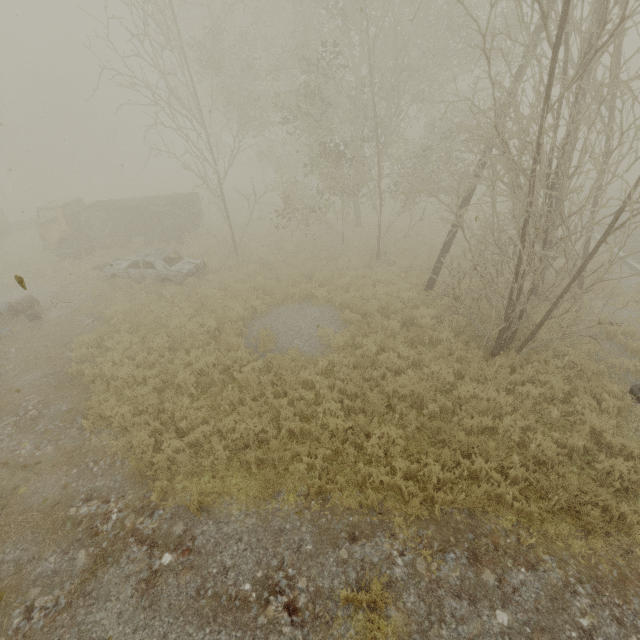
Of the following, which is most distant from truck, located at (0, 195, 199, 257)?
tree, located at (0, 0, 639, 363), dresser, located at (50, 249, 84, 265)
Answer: tree, located at (0, 0, 639, 363)

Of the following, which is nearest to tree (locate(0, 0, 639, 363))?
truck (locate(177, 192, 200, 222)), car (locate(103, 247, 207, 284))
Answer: car (locate(103, 247, 207, 284))

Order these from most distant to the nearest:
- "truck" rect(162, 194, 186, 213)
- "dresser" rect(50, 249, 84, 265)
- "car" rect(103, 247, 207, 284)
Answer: "truck" rect(162, 194, 186, 213), "dresser" rect(50, 249, 84, 265), "car" rect(103, 247, 207, 284)

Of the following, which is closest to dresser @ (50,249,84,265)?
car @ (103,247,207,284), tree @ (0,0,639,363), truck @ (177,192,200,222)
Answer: truck @ (177,192,200,222)

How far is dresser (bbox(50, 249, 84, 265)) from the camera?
16.5 meters

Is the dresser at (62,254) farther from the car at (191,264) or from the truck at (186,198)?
the car at (191,264)

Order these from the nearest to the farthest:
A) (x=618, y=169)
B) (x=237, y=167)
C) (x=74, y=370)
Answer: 1. (x=74, y=370)
2. (x=618, y=169)
3. (x=237, y=167)

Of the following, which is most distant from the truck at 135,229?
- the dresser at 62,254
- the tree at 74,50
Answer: the tree at 74,50
